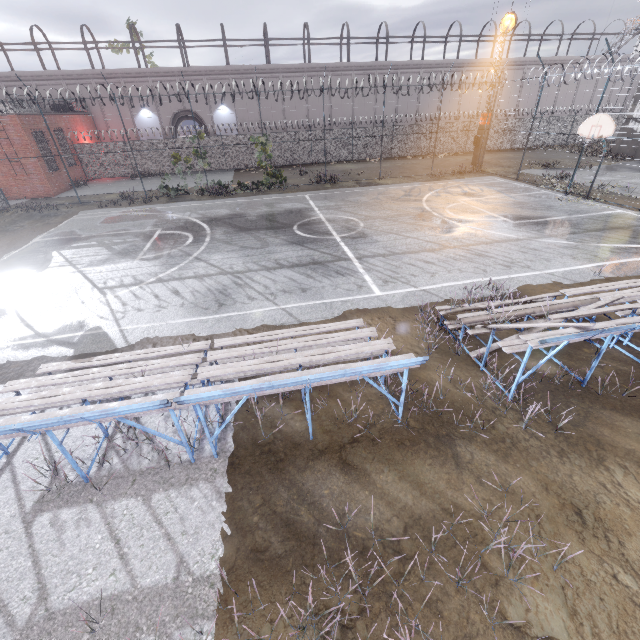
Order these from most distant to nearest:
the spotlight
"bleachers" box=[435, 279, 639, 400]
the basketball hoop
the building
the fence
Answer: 1. the building
2. the spotlight
3. the fence
4. the basketball hoop
5. "bleachers" box=[435, 279, 639, 400]

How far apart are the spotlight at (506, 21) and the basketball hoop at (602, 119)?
11.7m

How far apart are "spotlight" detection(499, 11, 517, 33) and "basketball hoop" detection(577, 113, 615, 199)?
11.71m

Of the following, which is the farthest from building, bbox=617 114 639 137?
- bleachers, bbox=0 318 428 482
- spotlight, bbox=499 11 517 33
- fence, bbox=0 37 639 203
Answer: bleachers, bbox=0 318 428 482

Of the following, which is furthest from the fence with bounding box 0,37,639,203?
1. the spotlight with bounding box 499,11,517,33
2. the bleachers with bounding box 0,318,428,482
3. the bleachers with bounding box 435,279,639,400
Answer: the bleachers with bounding box 435,279,639,400

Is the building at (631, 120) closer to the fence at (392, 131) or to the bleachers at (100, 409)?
the fence at (392, 131)

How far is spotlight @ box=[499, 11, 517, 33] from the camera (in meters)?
20.91

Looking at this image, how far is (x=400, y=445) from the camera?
5.0m
